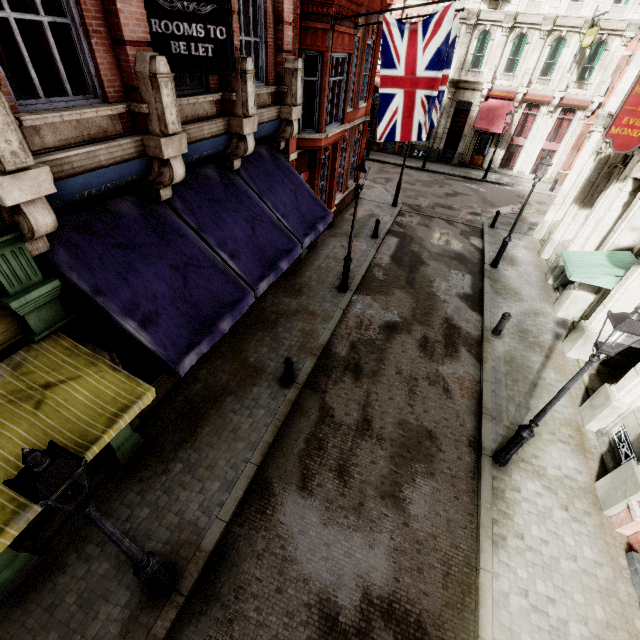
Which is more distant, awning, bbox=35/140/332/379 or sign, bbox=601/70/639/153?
sign, bbox=601/70/639/153

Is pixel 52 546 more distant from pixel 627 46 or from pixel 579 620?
pixel 627 46

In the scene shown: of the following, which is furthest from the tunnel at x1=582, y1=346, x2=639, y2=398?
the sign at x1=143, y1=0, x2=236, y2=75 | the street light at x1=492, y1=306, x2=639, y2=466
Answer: the sign at x1=143, y1=0, x2=236, y2=75

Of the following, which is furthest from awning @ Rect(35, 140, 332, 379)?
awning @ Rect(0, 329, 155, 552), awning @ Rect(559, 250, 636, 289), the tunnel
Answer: the tunnel

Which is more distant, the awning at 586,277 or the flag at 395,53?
the awning at 586,277

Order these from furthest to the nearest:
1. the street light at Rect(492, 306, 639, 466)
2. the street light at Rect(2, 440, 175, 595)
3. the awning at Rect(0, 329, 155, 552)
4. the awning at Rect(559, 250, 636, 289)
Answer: the awning at Rect(559, 250, 636, 289) → the street light at Rect(492, 306, 639, 466) → the awning at Rect(0, 329, 155, 552) → the street light at Rect(2, 440, 175, 595)

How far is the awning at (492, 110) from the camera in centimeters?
2483cm

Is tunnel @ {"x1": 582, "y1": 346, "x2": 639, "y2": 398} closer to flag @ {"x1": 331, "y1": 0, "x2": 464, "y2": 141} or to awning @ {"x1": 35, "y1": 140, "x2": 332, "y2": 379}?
flag @ {"x1": 331, "y1": 0, "x2": 464, "y2": 141}
